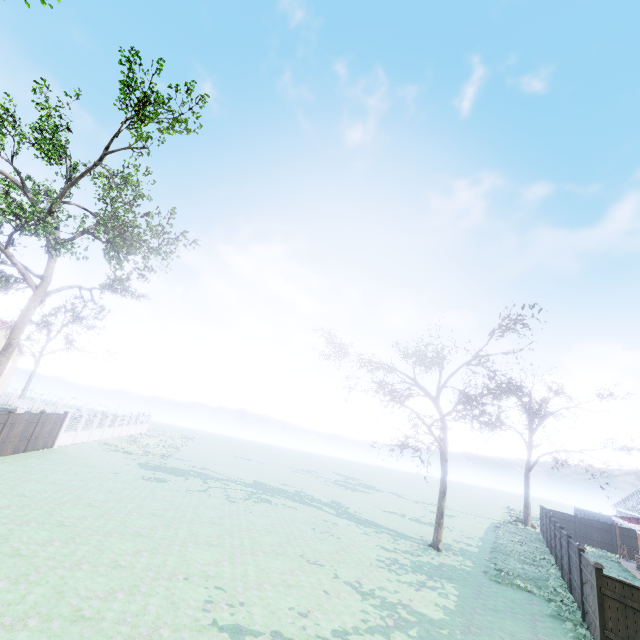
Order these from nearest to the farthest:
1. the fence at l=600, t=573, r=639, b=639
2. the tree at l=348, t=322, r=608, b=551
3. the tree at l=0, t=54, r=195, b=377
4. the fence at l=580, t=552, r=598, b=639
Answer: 1. the fence at l=600, t=573, r=639, b=639
2. the fence at l=580, t=552, r=598, b=639
3. the tree at l=348, t=322, r=608, b=551
4. the tree at l=0, t=54, r=195, b=377

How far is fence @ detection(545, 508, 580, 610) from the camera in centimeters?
1329cm

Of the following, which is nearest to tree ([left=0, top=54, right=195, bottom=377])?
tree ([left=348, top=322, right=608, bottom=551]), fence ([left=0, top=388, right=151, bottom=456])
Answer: fence ([left=0, top=388, right=151, bottom=456])

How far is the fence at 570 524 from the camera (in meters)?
13.29

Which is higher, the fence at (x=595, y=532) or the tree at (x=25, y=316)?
the tree at (x=25, y=316)

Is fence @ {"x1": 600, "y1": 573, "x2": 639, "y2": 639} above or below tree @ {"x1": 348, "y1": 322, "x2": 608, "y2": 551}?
below

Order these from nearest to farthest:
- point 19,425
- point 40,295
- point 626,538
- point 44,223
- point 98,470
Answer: point 19,425 → point 98,470 → point 44,223 → point 626,538 → point 40,295
